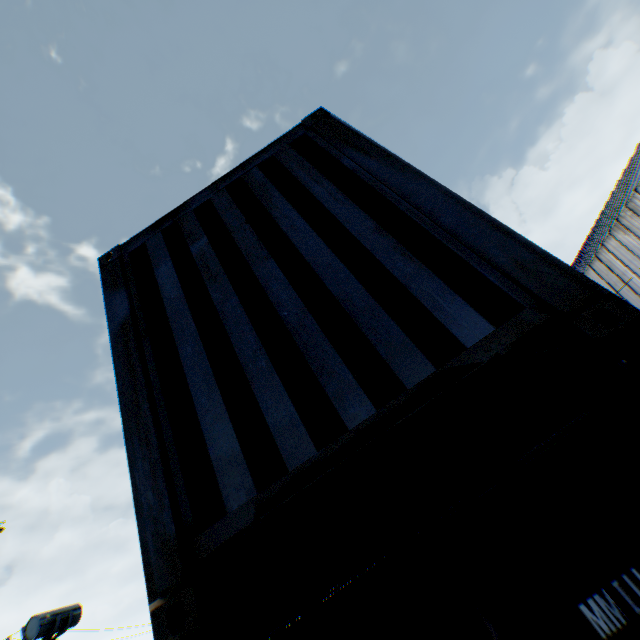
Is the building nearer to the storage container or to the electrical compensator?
the storage container

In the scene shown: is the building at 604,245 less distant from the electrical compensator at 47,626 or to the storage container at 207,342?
the storage container at 207,342

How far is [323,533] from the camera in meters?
3.3 m

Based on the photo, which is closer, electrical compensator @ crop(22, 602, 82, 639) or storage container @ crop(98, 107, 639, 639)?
storage container @ crop(98, 107, 639, 639)

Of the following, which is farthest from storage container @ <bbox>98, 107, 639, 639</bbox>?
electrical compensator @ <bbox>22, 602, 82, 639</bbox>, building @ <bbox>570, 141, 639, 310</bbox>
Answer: building @ <bbox>570, 141, 639, 310</bbox>

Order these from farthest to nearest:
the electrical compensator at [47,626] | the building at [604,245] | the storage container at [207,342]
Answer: the building at [604,245], the electrical compensator at [47,626], the storage container at [207,342]
